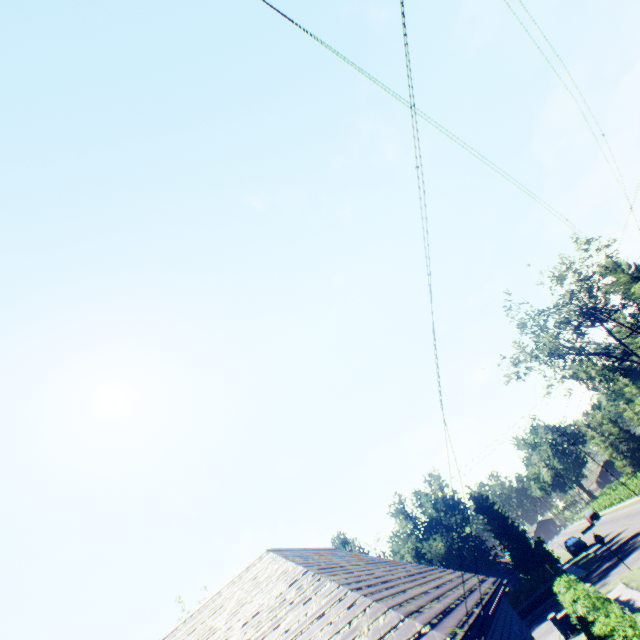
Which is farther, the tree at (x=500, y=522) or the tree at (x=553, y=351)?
the tree at (x=500, y=522)

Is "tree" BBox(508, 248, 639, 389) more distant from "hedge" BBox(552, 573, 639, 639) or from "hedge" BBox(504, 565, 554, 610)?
"hedge" BBox(552, 573, 639, 639)

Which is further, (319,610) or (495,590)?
(495,590)

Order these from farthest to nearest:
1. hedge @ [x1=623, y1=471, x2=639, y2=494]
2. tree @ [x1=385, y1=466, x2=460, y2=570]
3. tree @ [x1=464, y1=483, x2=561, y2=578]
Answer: hedge @ [x1=623, y1=471, x2=639, y2=494], tree @ [x1=385, y1=466, x2=460, y2=570], tree @ [x1=464, y1=483, x2=561, y2=578]

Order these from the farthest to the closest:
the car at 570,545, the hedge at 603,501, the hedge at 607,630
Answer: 1. the hedge at 603,501
2. the car at 570,545
3. the hedge at 607,630

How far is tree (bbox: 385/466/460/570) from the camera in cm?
3166

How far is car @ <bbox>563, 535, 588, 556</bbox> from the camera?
37.6 meters
